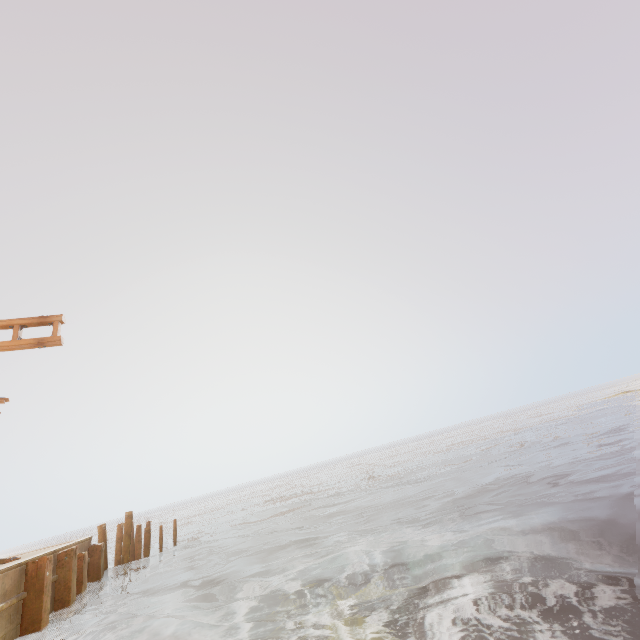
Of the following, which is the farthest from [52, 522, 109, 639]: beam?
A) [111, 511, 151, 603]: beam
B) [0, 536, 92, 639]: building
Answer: [111, 511, 151, 603]: beam

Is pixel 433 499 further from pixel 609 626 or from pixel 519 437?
pixel 519 437

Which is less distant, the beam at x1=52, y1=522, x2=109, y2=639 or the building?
the building

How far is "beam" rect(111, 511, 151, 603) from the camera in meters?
12.2 m

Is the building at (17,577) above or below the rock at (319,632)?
above

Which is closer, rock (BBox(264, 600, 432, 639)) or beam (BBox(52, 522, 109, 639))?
rock (BBox(264, 600, 432, 639))

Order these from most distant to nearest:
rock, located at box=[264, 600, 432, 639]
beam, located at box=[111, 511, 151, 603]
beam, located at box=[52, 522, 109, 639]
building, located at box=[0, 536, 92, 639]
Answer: beam, located at box=[111, 511, 151, 603]
beam, located at box=[52, 522, 109, 639]
building, located at box=[0, 536, 92, 639]
rock, located at box=[264, 600, 432, 639]

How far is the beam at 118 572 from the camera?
12.2m
